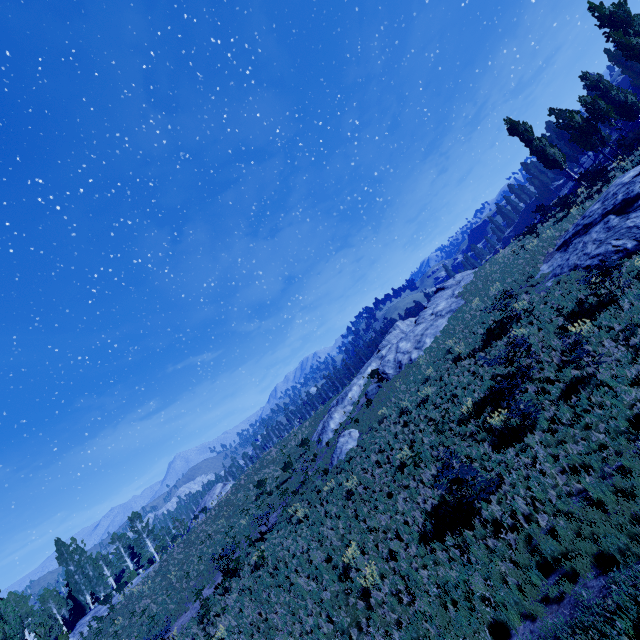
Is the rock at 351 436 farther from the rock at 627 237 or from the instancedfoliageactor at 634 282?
the instancedfoliageactor at 634 282

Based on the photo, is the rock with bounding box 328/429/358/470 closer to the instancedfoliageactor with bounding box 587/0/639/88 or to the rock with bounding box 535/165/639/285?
the rock with bounding box 535/165/639/285

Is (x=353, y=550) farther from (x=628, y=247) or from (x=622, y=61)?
(x=622, y=61)

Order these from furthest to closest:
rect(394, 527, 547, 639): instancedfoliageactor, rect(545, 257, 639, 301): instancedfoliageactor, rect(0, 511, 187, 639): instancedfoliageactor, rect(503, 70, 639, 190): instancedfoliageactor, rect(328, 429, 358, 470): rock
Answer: rect(0, 511, 187, 639): instancedfoliageactor, rect(503, 70, 639, 190): instancedfoliageactor, rect(328, 429, 358, 470): rock, rect(545, 257, 639, 301): instancedfoliageactor, rect(394, 527, 547, 639): instancedfoliageactor

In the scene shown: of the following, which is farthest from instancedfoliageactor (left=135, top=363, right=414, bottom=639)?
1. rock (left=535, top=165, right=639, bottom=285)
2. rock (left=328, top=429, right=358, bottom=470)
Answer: rock (left=328, top=429, right=358, bottom=470)

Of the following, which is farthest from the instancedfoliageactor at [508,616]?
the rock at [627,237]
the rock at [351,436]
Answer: the rock at [351,436]
